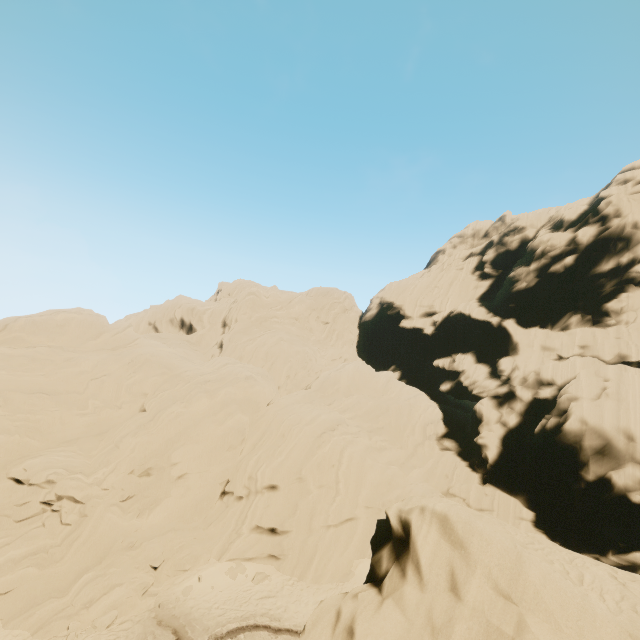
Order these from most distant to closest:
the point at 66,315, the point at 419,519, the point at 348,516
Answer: the point at 66,315 → the point at 348,516 → the point at 419,519
